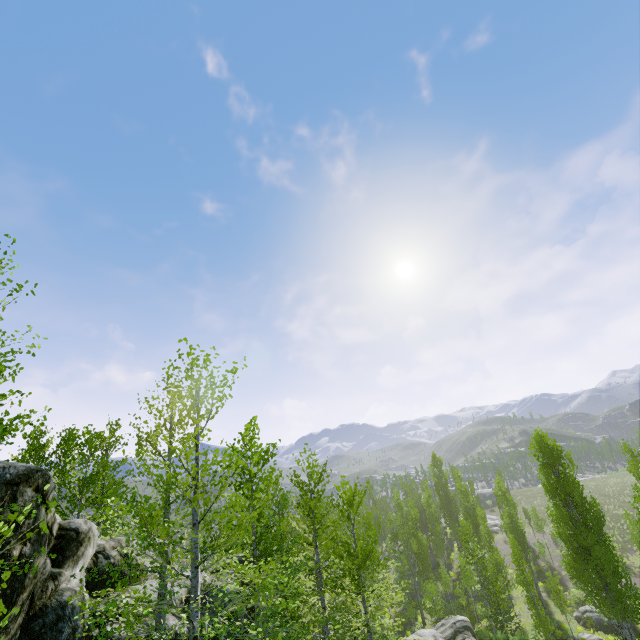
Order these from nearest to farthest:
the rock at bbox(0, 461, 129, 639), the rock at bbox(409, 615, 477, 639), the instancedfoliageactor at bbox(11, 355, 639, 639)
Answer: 1. the instancedfoliageactor at bbox(11, 355, 639, 639)
2. the rock at bbox(0, 461, 129, 639)
3. the rock at bbox(409, 615, 477, 639)

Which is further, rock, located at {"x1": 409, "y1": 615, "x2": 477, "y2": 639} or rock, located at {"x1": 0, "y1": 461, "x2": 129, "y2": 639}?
rock, located at {"x1": 409, "y1": 615, "x2": 477, "y2": 639}

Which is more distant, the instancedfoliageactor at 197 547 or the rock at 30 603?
the rock at 30 603

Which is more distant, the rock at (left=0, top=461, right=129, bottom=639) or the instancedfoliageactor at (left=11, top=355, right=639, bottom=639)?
the rock at (left=0, top=461, right=129, bottom=639)

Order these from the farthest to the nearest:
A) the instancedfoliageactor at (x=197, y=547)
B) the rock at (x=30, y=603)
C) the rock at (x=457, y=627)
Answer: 1. the rock at (x=457, y=627)
2. the rock at (x=30, y=603)
3. the instancedfoliageactor at (x=197, y=547)

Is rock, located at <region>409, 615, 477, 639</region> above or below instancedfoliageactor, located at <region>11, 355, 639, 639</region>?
below

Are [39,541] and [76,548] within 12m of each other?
yes
